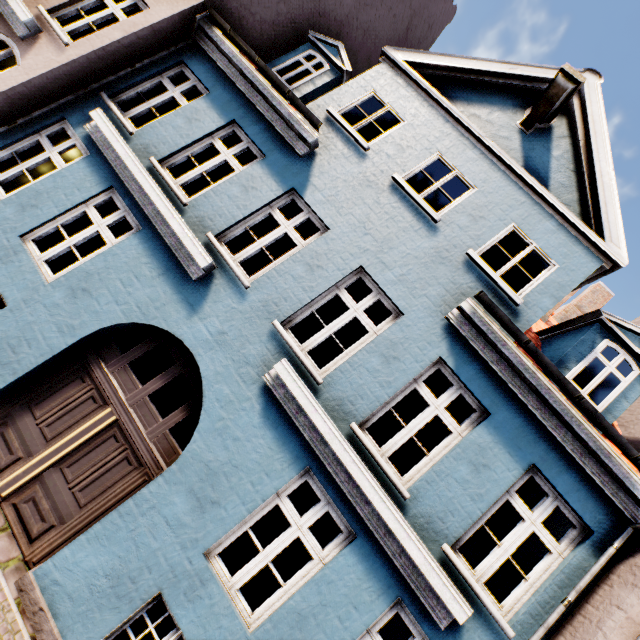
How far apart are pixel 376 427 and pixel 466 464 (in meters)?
9.51
